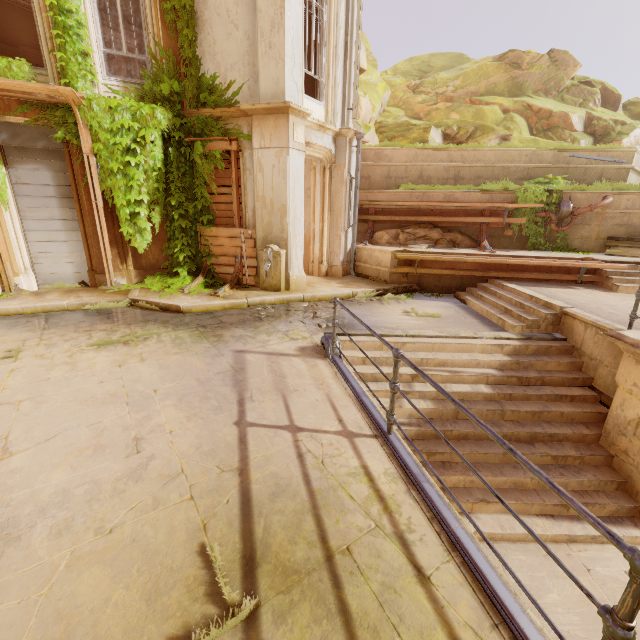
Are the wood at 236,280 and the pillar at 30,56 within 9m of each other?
no

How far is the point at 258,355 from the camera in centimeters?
530cm

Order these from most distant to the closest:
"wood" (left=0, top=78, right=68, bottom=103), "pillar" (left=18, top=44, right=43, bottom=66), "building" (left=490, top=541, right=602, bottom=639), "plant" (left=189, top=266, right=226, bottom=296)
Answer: "pillar" (left=18, top=44, right=43, bottom=66)
"plant" (left=189, top=266, right=226, bottom=296)
"wood" (left=0, top=78, right=68, bottom=103)
"building" (left=490, top=541, right=602, bottom=639)

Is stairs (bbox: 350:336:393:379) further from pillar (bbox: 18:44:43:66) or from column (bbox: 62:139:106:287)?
pillar (bbox: 18:44:43:66)

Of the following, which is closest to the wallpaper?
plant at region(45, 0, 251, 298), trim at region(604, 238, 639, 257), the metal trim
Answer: plant at region(45, 0, 251, 298)

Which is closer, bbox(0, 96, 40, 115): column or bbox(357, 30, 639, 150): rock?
bbox(0, 96, 40, 115): column

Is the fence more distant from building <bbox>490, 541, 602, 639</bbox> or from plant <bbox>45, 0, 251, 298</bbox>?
plant <bbox>45, 0, 251, 298</bbox>

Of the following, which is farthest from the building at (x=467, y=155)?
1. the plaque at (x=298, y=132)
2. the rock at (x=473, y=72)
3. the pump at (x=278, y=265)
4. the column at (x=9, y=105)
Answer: the plaque at (x=298, y=132)
